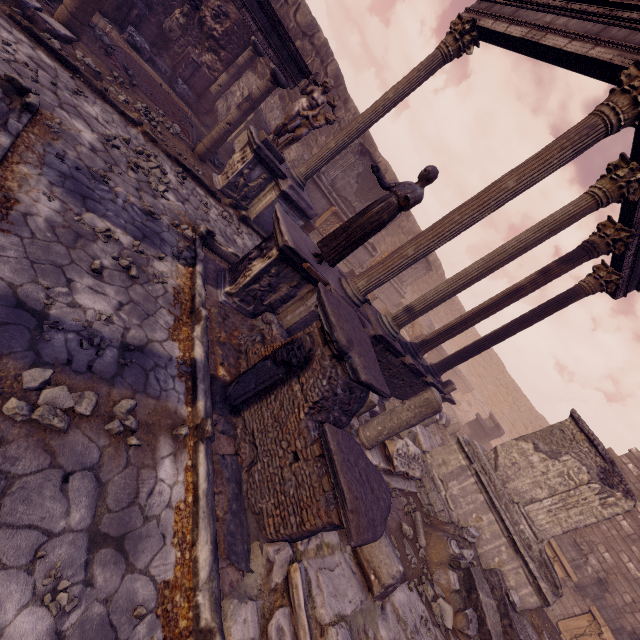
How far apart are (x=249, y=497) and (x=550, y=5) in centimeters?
1023cm

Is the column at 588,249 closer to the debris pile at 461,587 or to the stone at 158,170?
the debris pile at 461,587

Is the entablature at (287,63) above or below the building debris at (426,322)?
above

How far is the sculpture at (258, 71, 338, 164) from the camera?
7.83m

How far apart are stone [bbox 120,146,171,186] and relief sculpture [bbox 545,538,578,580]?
17.5 meters

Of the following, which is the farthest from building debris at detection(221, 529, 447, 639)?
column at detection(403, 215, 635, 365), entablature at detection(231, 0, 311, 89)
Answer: entablature at detection(231, 0, 311, 89)

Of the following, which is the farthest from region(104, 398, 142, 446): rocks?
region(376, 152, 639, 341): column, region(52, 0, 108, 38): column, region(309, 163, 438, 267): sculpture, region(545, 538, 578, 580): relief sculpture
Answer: region(545, 538, 578, 580): relief sculpture

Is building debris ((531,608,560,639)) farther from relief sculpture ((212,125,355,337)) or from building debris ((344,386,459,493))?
relief sculpture ((212,125,355,337))
